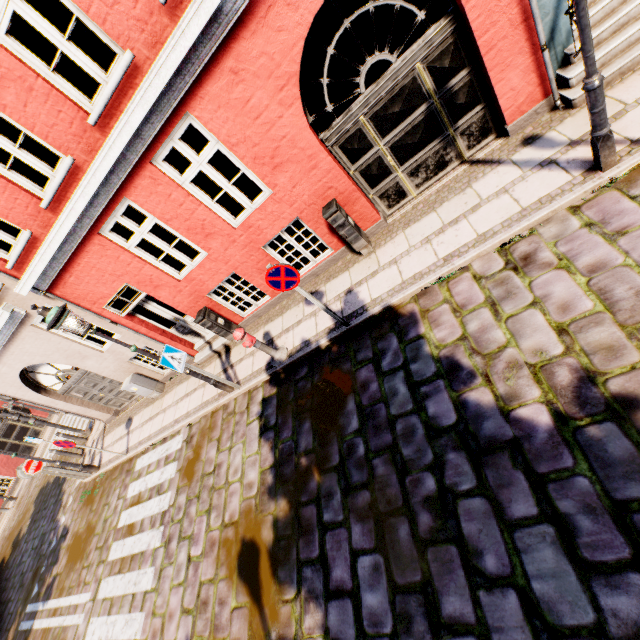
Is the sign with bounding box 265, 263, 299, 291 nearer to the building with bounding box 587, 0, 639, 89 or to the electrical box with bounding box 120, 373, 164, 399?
the building with bounding box 587, 0, 639, 89

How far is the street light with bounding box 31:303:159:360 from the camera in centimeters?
529cm

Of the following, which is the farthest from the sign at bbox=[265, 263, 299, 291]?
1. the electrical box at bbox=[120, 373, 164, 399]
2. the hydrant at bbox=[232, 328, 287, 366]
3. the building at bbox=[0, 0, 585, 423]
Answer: the building at bbox=[0, 0, 585, 423]

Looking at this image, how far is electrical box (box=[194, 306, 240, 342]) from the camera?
7.7m

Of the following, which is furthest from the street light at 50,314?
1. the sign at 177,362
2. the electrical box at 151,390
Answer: the electrical box at 151,390

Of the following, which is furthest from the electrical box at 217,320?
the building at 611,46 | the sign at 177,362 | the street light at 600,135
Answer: the street light at 600,135

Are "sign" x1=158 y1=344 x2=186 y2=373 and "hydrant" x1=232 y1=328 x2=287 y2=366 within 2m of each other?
yes

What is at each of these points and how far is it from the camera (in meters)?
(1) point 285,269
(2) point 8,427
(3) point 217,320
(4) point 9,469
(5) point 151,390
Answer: (1) sign, 4.79
(2) building, 19.33
(3) electrical box, 7.97
(4) building, 18.34
(5) electrical box, 10.10
